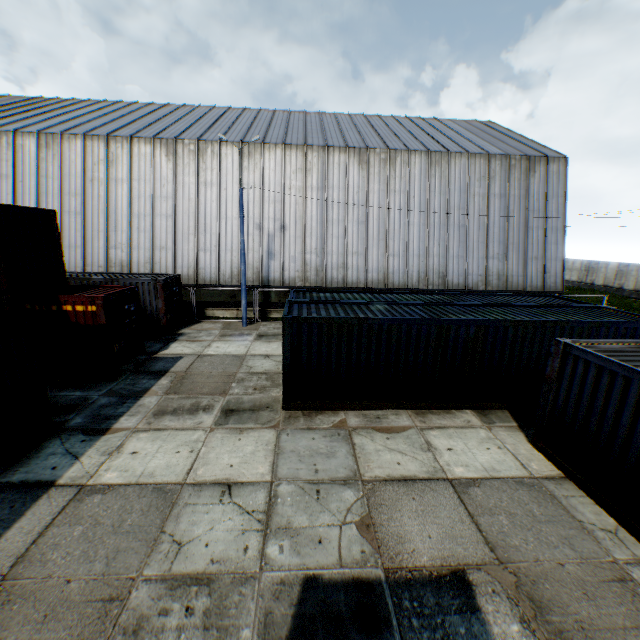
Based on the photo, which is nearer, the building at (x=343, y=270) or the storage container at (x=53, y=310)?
the storage container at (x=53, y=310)

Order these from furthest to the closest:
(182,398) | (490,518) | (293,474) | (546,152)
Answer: (546,152), (182,398), (293,474), (490,518)

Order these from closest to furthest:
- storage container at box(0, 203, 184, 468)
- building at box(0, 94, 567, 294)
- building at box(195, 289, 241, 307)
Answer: storage container at box(0, 203, 184, 468), building at box(0, 94, 567, 294), building at box(195, 289, 241, 307)

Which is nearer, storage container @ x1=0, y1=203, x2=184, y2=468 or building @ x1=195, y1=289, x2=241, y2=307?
storage container @ x1=0, y1=203, x2=184, y2=468

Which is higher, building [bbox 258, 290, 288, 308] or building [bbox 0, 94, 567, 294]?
building [bbox 0, 94, 567, 294]

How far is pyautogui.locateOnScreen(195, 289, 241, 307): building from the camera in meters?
21.8
